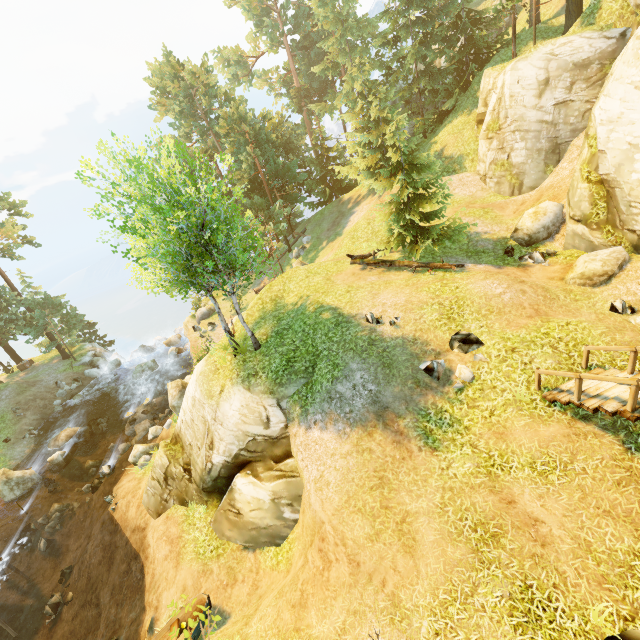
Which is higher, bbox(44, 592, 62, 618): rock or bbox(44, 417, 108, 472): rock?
bbox(44, 417, 108, 472): rock

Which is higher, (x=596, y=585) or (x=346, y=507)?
(x=346, y=507)

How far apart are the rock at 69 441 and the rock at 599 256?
31.9 meters

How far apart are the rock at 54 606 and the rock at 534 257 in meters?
27.1 m

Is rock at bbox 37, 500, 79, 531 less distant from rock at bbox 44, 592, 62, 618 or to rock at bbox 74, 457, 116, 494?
rock at bbox 74, 457, 116, 494

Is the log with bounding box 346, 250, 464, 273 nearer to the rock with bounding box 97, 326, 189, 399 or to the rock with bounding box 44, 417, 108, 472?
the rock with bounding box 97, 326, 189, 399

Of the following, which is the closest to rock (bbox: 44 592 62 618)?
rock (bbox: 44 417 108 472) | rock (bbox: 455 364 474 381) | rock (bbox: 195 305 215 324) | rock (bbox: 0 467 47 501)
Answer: rock (bbox: 0 467 47 501)

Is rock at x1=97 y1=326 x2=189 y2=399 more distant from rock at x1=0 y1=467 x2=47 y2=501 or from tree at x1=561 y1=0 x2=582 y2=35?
rock at x1=0 y1=467 x2=47 y2=501
